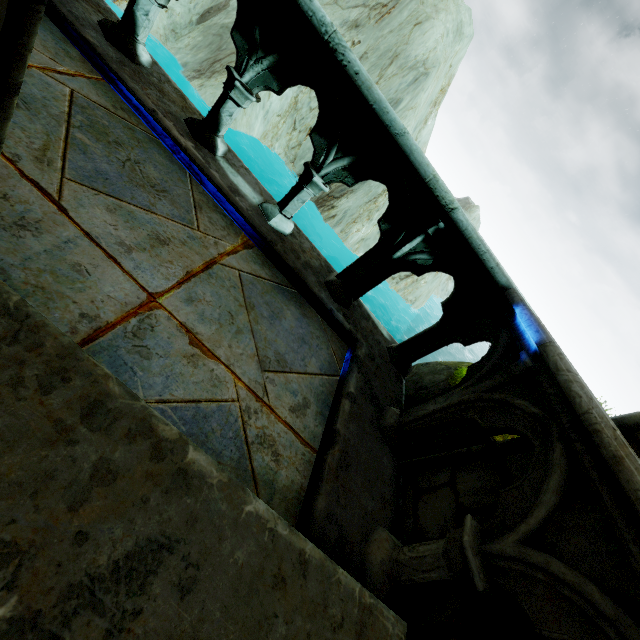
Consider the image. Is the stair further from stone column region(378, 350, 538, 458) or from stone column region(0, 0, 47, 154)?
stone column region(378, 350, 538, 458)

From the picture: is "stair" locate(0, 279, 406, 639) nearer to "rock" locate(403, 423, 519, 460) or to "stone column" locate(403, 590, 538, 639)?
"stone column" locate(403, 590, 538, 639)

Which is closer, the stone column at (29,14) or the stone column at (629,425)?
the stone column at (29,14)

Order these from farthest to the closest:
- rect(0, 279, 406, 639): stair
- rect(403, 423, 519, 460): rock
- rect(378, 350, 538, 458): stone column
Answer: rect(403, 423, 519, 460): rock → rect(378, 350, 538, 458): stone column → rect(0, 279, 406, 639): stair

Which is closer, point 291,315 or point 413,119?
point 291,315

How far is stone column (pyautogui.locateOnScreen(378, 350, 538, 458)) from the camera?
2.0m

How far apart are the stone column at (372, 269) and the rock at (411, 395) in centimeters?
106cm

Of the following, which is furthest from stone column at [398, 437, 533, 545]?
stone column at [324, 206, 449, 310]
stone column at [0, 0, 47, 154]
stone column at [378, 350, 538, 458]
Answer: stone column at [0, 0, 47, 154]
